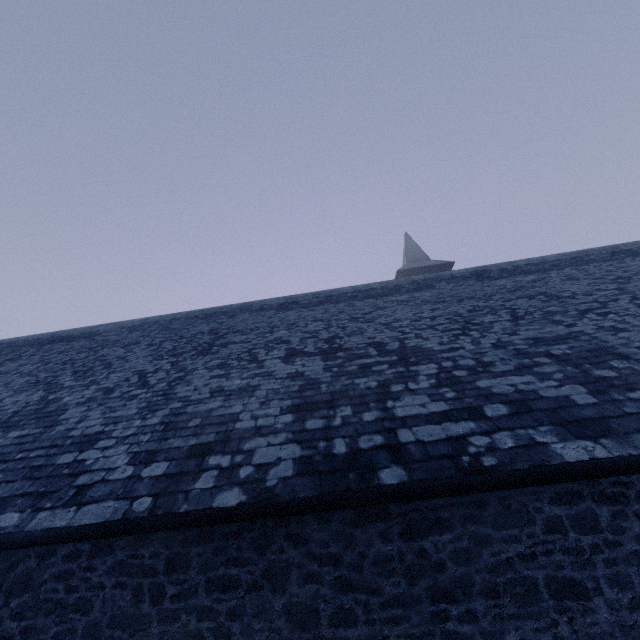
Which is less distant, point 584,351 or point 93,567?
point 93,567
